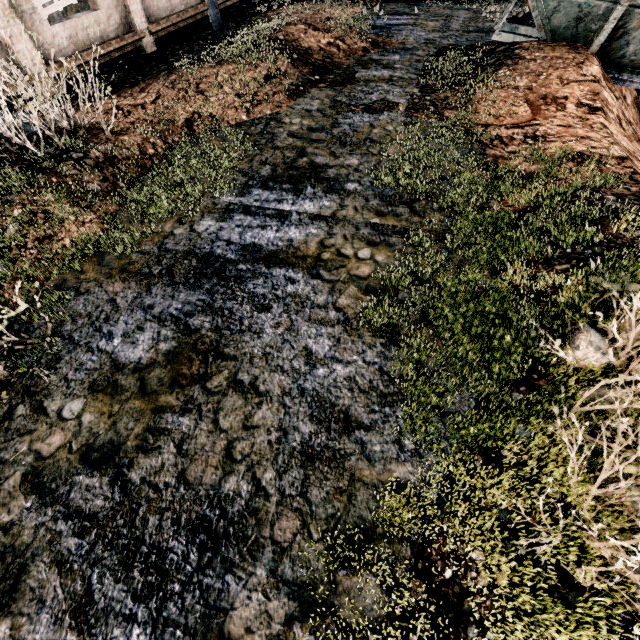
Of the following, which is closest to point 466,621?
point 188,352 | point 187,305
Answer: point 188,352

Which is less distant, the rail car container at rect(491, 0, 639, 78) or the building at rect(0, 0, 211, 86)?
the rail car container at rect(491, 0, 639, 78)

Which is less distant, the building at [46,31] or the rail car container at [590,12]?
the rail car container at [590,12]
